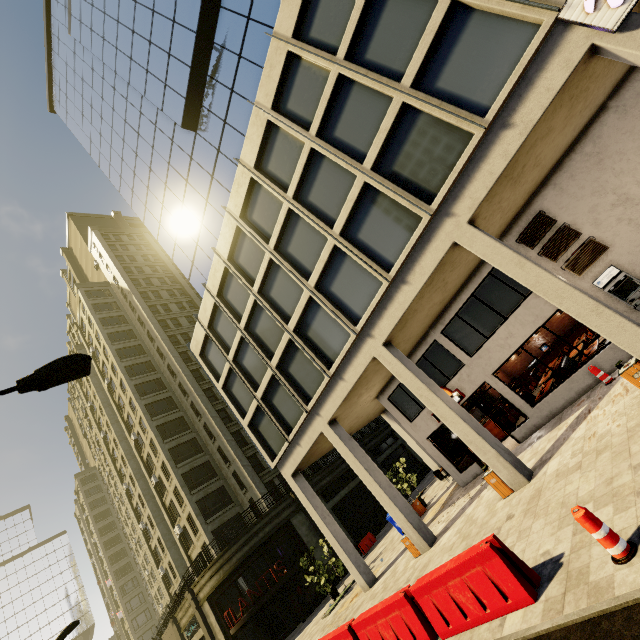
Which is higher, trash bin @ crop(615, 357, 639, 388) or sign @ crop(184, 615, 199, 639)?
sign @ crop(184, 615, 199, 639)

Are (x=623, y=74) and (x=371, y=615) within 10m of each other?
no

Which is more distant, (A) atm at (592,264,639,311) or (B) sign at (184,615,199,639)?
(B) sign at (184,615,199,639)

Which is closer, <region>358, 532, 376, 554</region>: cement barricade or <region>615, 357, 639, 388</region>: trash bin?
<region>615, 357, 639, 388</region>: trash bin

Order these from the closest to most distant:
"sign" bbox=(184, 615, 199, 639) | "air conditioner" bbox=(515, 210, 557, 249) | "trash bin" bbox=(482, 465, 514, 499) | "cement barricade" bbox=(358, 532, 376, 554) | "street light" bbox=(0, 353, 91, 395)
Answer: "street light" bbox=(0, 353, 91, 395) → "trash bin" bbox=(482, 465, 514, 499) → "air conditioner" bbox=(515, 210, 557, 249) → "cement barricade" bbox=(358, 532, 376, 554) → "sign" bbox=(184, 615, 199, 639)

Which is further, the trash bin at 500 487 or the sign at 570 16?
the trash bin at 500 487

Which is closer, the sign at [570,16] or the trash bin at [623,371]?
the sign at [570,16]

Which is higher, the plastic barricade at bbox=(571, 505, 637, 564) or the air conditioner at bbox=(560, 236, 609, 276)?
the air conditioner at bbox=(560, 236, 609, 276)
